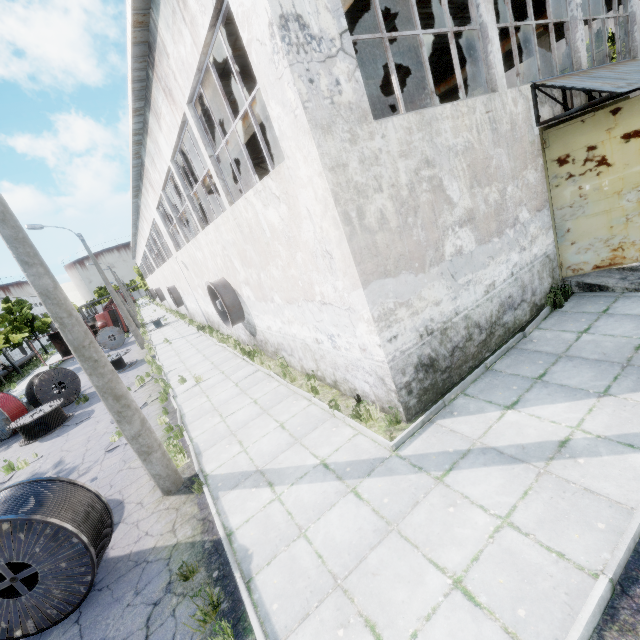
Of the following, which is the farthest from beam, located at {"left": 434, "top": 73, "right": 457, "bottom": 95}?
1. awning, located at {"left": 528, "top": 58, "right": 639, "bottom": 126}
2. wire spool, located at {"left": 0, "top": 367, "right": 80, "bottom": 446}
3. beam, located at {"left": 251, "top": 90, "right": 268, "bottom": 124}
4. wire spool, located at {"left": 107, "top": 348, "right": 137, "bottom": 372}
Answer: wire spool, located at {"left": 0, "top": 367, "right": 80, "bottom": 446}

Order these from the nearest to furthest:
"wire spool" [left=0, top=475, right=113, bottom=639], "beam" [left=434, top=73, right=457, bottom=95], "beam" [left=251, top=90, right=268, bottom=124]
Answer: "wire spool" [left=0, top=475, right=113, bottom=639] → "beam" [left=251, top=90, right=268, bottom=124] → "beam" [left=434, top=73, right=457, bottom=95]

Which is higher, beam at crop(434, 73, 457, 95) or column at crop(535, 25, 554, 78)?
beam at crop(434, 73, 457, 95)

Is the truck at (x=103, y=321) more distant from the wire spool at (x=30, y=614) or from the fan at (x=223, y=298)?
the wire spool at (x=30, y=614)

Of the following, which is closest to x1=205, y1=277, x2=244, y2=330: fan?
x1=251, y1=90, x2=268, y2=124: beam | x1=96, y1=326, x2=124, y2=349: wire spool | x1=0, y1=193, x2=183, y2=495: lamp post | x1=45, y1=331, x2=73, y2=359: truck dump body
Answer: x1=251, y1=90, x2=268, y2=124: beam

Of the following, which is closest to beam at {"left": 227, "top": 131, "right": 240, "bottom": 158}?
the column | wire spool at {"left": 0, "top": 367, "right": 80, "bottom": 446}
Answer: the column

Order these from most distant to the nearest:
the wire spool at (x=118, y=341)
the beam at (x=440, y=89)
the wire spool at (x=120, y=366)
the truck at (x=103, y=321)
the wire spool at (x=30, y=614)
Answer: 1. the truck at (x=103, y=321)
2. the wire spool at (x=118, y=341)
3. the wire spool at (x=120, y=366)
4. the beam at (x=440, y=89)
5. the wire spool at (x=30, y=614)

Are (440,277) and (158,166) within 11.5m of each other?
no
